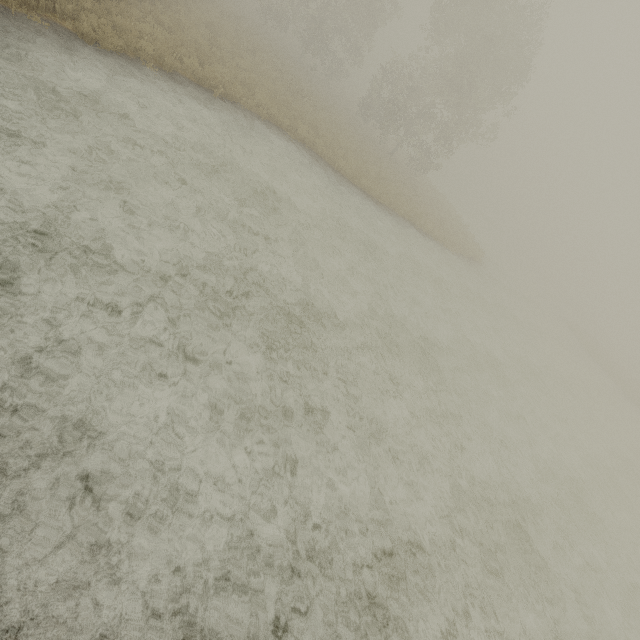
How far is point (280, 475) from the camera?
4.9m
